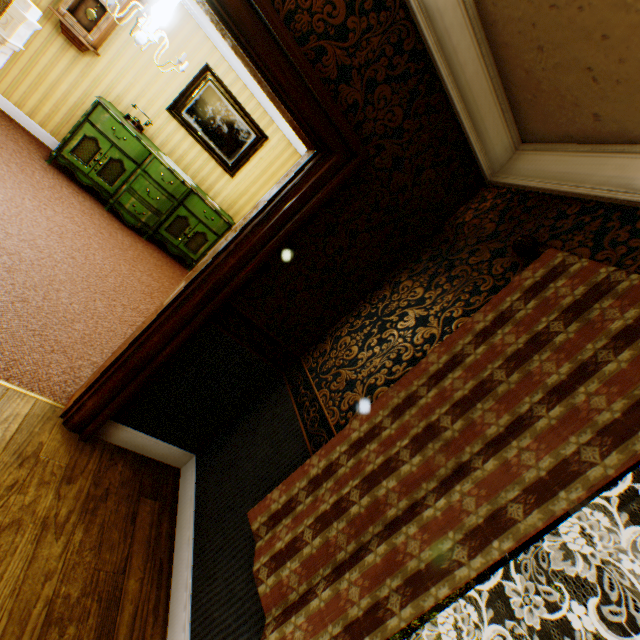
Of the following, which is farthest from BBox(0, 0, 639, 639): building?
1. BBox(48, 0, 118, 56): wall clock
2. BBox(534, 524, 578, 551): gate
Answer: BBox(534, 524, 578, 551): gate

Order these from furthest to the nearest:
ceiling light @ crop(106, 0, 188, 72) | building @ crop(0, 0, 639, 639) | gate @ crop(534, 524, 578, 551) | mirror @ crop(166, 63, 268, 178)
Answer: gate @ crop(534, 524, 578, 551)
mirror @ crop(166, 63, 268, 178)
ceiling light @ crop(106, 0, 188, 72)
building @ crop(0, 0, 639, 639)

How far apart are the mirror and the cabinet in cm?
54

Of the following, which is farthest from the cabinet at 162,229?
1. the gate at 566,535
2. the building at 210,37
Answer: the gate at 566,535

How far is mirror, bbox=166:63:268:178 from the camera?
5.2m

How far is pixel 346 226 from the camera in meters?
2.0

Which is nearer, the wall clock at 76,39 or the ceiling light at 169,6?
the ceiling light at 169,6

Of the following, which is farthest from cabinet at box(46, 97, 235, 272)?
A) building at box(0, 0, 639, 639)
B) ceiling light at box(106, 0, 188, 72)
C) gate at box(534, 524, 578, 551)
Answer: gate at box(534, 524, 578, 551)
